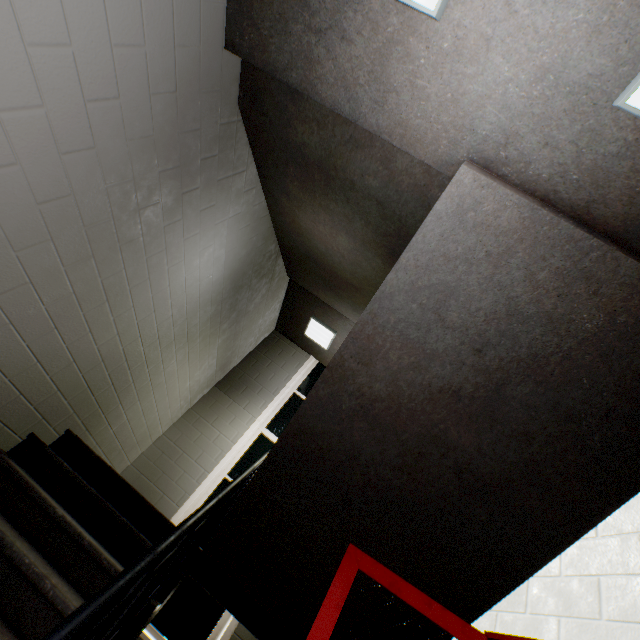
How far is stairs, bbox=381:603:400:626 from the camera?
1.97m

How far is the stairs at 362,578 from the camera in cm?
199

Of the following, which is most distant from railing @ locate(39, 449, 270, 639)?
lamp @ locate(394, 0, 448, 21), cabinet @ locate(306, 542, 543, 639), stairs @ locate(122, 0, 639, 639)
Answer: lamp @ locate(394, 0, 448, 21)

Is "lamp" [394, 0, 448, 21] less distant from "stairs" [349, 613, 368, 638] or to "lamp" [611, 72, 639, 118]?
"stairs" [349, 613, 368, 638]

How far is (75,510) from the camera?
2.17m

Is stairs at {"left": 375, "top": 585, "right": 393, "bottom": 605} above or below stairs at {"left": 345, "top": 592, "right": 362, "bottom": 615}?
above

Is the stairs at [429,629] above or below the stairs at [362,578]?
above
